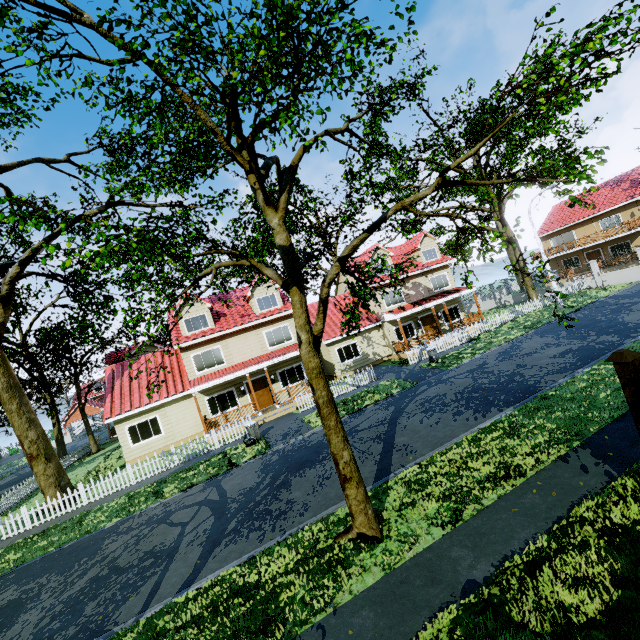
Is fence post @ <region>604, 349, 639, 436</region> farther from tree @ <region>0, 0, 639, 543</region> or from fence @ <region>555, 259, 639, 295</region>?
tree @ <region>0, 0, 639, 543</region>

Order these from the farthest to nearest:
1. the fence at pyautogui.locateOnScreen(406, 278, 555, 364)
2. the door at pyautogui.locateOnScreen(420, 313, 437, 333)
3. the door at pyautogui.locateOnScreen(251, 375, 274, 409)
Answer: the door at pyautogui.locateOnScreen(420, 313, 437, 333) → the fence at pyautogui.locateOnScreen(406, 278, 555, 364) → the door at pyautogui.locateOnScreen(251, 375, 274, 409)

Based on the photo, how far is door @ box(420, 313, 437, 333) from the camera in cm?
2708

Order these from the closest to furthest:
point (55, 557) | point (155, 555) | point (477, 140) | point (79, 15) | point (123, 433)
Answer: point (79, 15) → point (155, 555) → point (55, 557) → point (123, 433) → point (477, 140)

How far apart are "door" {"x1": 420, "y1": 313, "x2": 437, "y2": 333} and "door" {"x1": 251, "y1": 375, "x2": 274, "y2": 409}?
13.5 meters

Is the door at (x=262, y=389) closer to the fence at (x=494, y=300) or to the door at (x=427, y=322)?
the fence at (x=494, y=300)

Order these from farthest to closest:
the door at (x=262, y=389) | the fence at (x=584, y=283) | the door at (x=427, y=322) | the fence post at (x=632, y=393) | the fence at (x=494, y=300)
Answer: the door at (x=427, y=322) → the fence at (x=584, y=283) → the fence at (x=494, y=300) → the door at (x=262, y=389) → the fence post at (x=632, y=393)

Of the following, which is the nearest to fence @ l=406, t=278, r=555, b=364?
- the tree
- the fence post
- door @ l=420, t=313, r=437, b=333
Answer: the fence post
